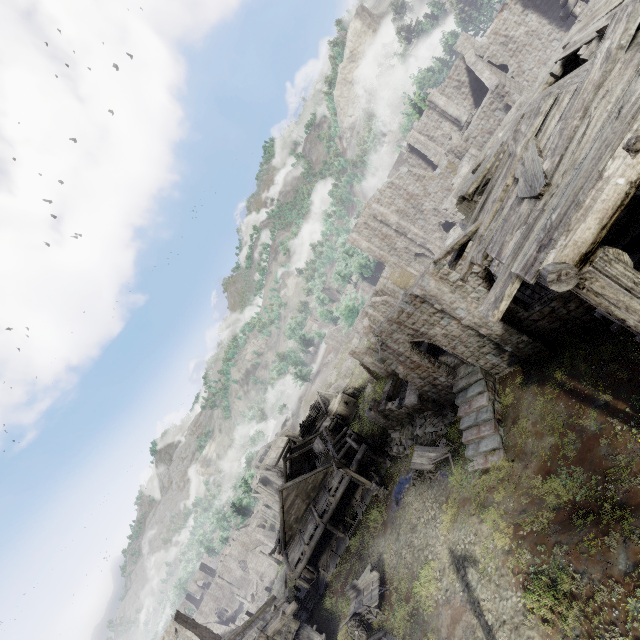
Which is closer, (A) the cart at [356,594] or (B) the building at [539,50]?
(B) the building at [539,50]

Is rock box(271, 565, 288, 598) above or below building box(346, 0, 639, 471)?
below

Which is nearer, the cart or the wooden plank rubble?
the cart

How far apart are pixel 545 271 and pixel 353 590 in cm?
2358

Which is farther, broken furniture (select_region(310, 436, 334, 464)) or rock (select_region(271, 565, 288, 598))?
rock (select_region(271, 565, 288, 598))

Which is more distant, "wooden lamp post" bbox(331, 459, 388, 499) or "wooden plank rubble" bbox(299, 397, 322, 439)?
"wooden plank rubble" bbox(299, 397, 322, 439)

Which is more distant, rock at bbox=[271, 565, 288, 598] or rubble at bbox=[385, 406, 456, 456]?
rock at bbox=[271, 565, 288, 598]

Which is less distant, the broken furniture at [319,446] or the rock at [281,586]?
the broken furniture at [319,446]
